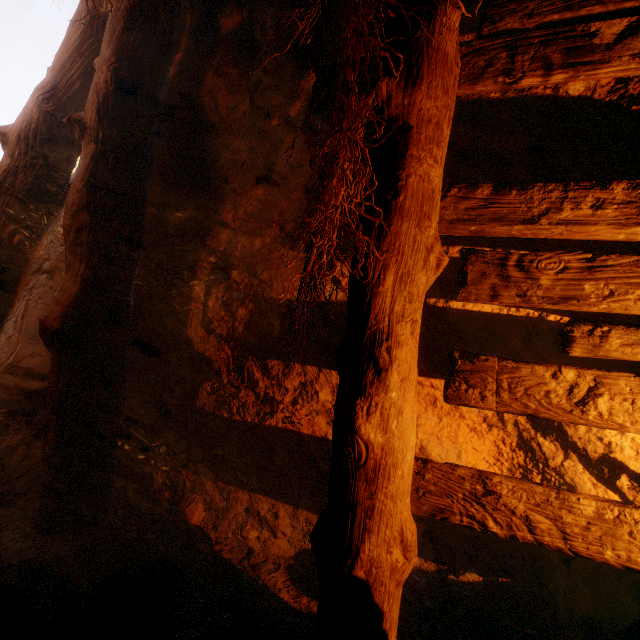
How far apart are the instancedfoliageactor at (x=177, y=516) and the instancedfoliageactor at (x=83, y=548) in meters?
0.5

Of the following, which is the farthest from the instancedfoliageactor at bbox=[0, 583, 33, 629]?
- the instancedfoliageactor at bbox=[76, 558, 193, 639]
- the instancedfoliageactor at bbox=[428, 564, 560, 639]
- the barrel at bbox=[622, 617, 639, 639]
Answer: the barrel at bbox=[622, 617, 639, 639]

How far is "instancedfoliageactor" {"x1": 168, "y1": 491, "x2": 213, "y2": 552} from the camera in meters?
2.0

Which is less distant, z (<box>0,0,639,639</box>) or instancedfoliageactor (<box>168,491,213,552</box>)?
z (<box>0,0,639,639</box>)

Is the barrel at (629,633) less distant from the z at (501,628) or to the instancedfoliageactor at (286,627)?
the z at (501,628)

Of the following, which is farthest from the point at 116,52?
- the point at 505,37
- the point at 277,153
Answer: the point at 505,37
